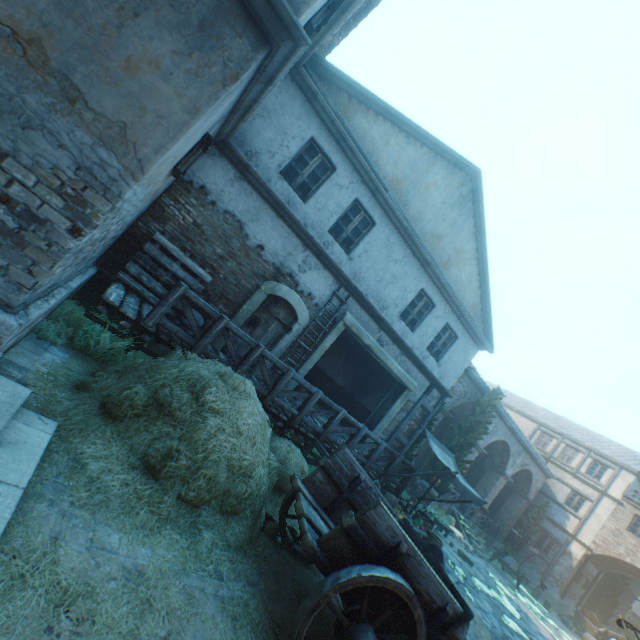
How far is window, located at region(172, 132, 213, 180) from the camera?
4.8 meters

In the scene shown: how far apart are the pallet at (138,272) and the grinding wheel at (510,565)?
23.1m

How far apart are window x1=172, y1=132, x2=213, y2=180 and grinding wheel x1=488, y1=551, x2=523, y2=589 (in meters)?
25.18

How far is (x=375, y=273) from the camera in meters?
10.2

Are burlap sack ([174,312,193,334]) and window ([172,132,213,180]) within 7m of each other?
yes

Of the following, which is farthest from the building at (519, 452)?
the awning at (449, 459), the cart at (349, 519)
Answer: the cart at (349, 519)

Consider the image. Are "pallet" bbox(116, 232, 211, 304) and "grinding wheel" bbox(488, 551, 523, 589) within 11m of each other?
no

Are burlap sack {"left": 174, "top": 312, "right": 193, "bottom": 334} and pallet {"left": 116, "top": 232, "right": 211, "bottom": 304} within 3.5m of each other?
yes
